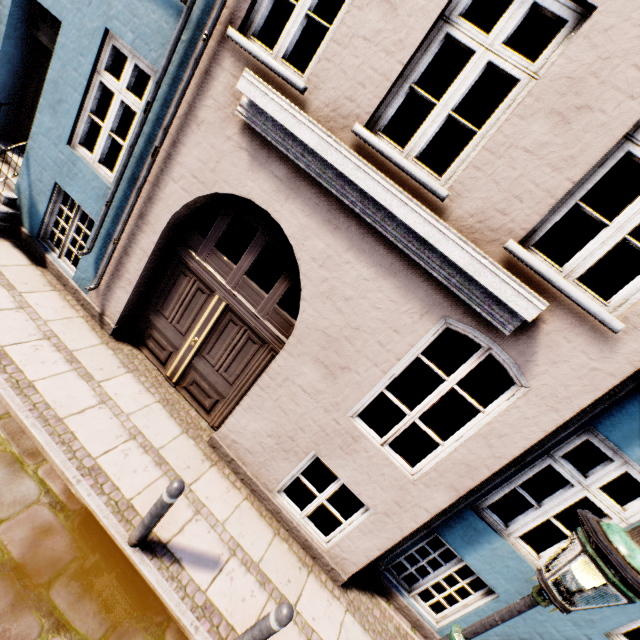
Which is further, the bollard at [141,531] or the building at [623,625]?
the building at [623,625]

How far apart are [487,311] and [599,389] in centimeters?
126cm

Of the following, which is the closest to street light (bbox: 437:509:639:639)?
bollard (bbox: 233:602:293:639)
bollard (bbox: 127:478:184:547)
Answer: bollard (bbox: 233:602:293:639)

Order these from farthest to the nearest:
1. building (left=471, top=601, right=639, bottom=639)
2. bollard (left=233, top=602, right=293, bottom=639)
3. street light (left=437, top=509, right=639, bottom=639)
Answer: building (left=471, top=601, right=639, bottom=639), bollard (left=233, top=602, right=293, bottom=639), street light (left=437, top=509, right=639, bottom=639)

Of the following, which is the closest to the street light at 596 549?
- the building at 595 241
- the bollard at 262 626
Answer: the bollard at 262 626

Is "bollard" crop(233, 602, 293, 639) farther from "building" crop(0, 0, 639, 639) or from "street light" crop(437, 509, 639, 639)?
"building" crop(0, 0, 639, 639)

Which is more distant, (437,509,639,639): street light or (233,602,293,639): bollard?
(233,602,293,639): bollard
